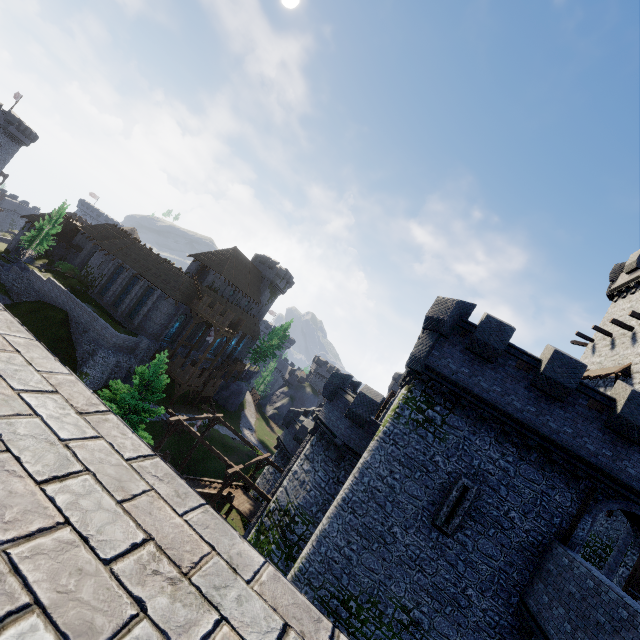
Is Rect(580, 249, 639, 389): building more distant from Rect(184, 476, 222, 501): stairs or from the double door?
Rect(184, 476, 222, 501): stairs

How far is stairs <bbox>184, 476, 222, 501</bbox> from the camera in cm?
2423

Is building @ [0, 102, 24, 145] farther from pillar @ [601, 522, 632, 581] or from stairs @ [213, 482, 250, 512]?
pillar @ [601, 522, 632, 581]

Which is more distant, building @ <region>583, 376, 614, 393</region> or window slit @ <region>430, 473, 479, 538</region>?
building @ <region>583, 376, 614, 393</region>

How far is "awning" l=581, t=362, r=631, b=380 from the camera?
19.5 meters

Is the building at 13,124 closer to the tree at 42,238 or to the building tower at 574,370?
the tree at 42,238

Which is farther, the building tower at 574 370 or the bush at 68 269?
the bush at 68 269

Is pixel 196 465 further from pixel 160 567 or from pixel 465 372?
pixel 160 567
